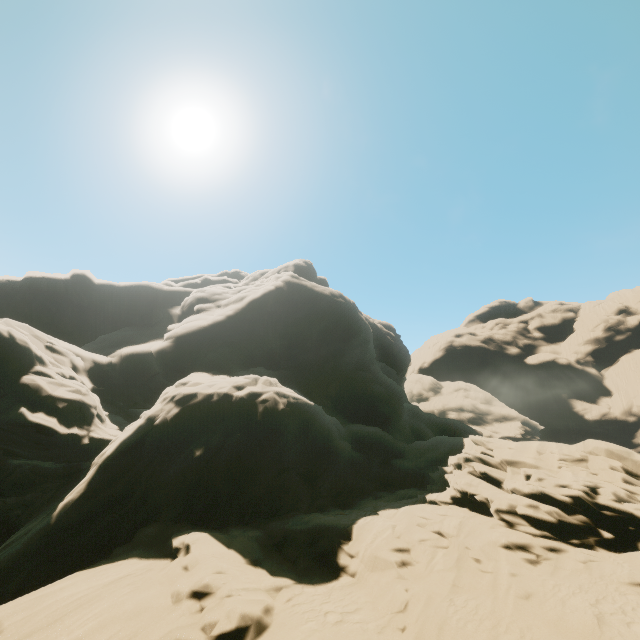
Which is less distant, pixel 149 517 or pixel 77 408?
pixel 149 517
